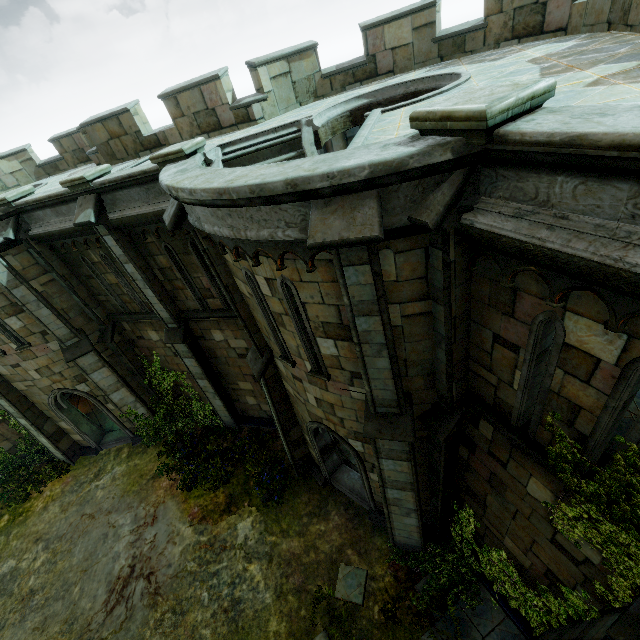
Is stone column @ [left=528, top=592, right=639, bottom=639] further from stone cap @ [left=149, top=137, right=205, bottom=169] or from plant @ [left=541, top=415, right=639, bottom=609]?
stone cap @ [left=149, top=137, right=205, bottom=169]

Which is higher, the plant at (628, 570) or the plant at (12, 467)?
the plant at (628, 570)

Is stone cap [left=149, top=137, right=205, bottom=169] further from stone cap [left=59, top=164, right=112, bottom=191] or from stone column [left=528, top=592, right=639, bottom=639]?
stone column [left=528, top=592, right=639, bottom=639]

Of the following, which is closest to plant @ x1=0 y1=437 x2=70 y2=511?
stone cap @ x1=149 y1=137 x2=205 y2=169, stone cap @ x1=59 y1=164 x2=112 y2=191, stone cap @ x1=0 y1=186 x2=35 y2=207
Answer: stone cap @ x1=0 y1=186 x2=35 y2=207

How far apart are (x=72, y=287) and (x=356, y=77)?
12.1 meters

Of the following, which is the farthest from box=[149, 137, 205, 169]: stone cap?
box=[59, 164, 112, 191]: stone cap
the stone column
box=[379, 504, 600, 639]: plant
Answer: box=[379, 504, 600, 639]: plant

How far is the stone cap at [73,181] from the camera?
8.1 meters

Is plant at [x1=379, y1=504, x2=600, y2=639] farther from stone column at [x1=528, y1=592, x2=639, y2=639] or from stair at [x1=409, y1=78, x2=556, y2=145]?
stair at [x1=409, y1=78, x2=556, y2=145]
